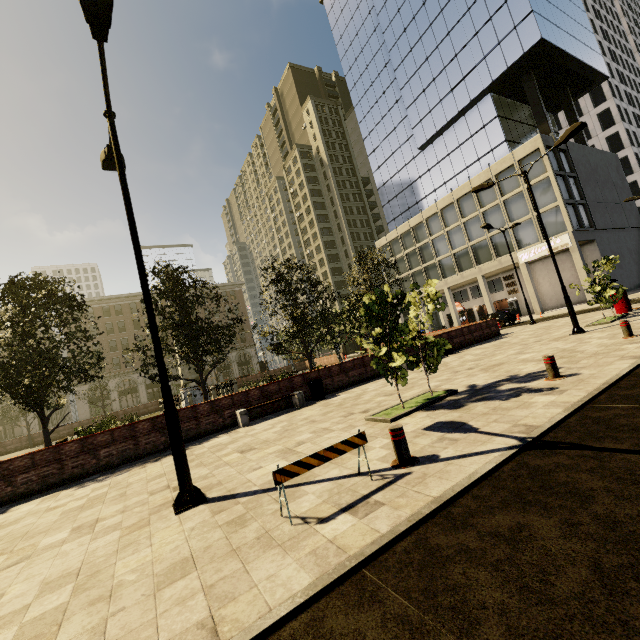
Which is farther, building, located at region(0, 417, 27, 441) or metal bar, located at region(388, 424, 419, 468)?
building, located at region(0, 417, 27, 441)

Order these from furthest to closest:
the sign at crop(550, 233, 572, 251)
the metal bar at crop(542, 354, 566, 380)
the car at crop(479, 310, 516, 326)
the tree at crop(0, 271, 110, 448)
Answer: the sign at crop(550, 233, 572, 251), the car at crop(479, 310, 516, 326), the tree at crop(0, 271, 110, 448), the metal bar at crop(542, 354, 566, 380)

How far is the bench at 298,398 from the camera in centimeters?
1179cm

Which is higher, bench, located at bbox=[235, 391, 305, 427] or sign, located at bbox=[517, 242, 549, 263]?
sign, located at bbox=[517, 242, 549, 263]

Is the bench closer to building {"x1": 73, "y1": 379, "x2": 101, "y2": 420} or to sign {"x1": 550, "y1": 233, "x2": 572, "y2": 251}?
sign {"x1": 550, "y1": 233, "x2": 572, "y2": 251}

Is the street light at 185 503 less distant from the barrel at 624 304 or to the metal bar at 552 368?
the metal bar at 552 368

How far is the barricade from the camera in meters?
4.0 m

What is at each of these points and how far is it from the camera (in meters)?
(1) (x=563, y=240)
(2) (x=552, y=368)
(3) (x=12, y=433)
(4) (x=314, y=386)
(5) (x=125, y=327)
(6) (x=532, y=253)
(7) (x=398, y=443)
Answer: (1) sign, 30.64
(2) metal bar, 7.45
(3) building, 45.69
(4) trash bin, 13.49
(5) building, 54.81
(6) sign, 33.00
(7) metal bar, 4.89
